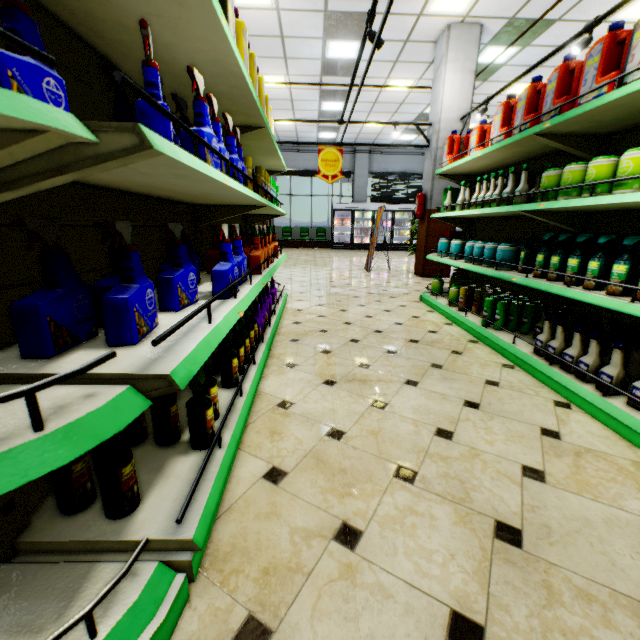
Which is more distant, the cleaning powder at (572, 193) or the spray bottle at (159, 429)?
the cleaning powder at (572, 193)

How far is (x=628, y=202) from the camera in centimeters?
183cm

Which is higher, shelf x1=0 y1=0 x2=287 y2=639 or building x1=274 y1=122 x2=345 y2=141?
building x1=274 y1=122 x2=345 y2=141

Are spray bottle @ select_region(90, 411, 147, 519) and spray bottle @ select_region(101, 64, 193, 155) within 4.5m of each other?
yes

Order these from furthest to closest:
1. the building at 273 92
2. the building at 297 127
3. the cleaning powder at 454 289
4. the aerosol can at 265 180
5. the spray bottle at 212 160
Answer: the building at 297 127 → the building at 273 92 → the cleaning powder at 454 289 → the aerosol can at 265 180 → the spray bottle at 212 160

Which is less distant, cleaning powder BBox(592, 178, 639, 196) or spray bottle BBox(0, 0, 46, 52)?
spray bottle BBox(0, 0, 46, 52)

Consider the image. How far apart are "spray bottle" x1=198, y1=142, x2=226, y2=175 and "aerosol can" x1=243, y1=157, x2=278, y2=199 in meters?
1.2 m

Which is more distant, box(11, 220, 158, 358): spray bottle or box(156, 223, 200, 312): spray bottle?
box(156, 223, 200, 312): spray bottle
